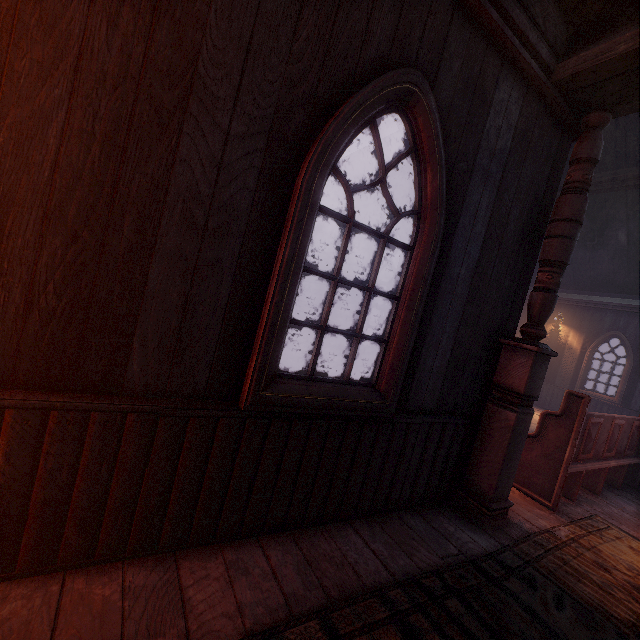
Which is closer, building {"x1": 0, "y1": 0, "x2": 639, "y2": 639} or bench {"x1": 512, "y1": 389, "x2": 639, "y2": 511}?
building {"x1": 0, "y1": 0, "x2": 639, "y2": 639}

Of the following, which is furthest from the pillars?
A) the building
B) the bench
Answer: the bench

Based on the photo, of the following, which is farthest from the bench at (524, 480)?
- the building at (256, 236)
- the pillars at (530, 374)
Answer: the pillars at (530, 374)

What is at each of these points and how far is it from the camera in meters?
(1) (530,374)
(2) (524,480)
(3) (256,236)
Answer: (1) pillars, 2.8
(2) bench, 3.8
(3) building, 1.8

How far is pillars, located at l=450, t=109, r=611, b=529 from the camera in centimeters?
279cm

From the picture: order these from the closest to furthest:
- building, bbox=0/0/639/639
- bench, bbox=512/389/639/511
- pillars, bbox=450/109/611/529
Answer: building, bbox=0/0/639/639 < pillars, bbox=450/109/611/529 < bench, bbox=512/389/639/511

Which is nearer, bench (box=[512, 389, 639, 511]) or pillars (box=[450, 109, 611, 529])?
pillars (box=[450, 109, 611, 529])
